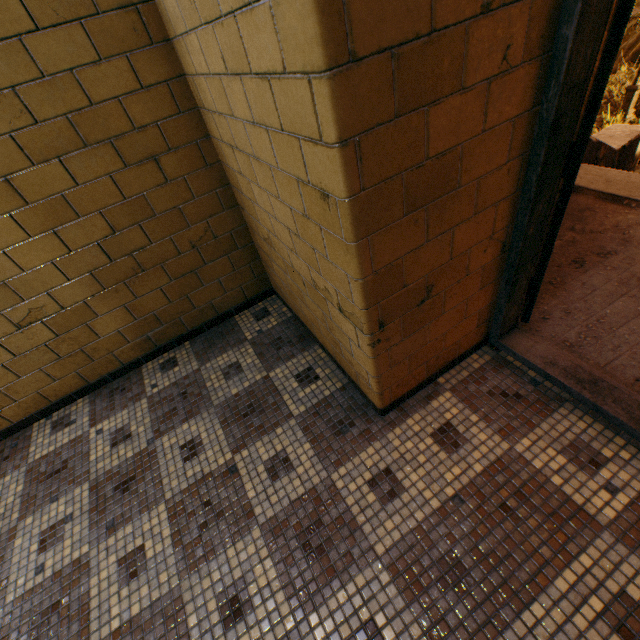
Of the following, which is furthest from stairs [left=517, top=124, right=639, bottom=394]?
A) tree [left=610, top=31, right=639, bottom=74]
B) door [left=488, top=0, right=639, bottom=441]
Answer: tree [left=610, top=31, right=639, bottom=74]

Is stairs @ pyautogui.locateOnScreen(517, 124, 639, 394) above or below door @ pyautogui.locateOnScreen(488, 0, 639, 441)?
below

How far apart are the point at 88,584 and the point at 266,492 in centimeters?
91cm

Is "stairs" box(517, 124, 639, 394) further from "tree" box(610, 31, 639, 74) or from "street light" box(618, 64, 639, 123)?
"tree" box(610, 31, 639, 74)

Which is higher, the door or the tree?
the door

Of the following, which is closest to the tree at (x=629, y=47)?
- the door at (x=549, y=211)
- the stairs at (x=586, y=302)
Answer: the stairs at (x=586, y=302)

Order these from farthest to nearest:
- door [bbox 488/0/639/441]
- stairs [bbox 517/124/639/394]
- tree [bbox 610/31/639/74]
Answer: tree [bbox 610/31/639/74], stairs [bbox 517/124/639/394], door [bbox 488/0/639/441]

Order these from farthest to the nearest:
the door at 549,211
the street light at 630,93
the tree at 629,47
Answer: the tree at 629,47 < the street light at 630,93 < the door at 549,211
